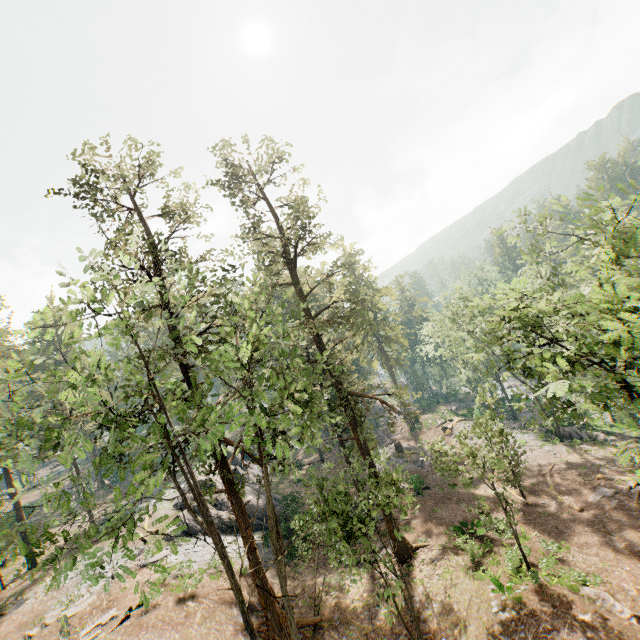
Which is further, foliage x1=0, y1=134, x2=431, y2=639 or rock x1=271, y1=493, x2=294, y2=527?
rock x1=271, y1=493, x2=294, y2=527

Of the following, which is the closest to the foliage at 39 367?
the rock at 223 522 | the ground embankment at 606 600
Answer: the ground embankment at 606 600

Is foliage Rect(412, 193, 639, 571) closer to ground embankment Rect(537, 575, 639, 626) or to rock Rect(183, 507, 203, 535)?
ground embankment Rect(537, 575, 639, 626)

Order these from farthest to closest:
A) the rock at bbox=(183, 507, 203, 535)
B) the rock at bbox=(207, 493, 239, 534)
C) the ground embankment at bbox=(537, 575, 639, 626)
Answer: the rock at bbox=(207, 493, 239, 534) < the rock at bbox=(183, 507, 203, 535) < the ground embankment at bbox=(537, 575, 639, 626)

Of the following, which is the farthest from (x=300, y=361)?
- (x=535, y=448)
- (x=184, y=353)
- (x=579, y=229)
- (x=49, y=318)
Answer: (x=49, y=318)

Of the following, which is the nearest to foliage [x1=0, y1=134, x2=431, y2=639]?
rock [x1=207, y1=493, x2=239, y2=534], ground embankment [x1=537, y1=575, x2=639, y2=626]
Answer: ground embankment [x1=537, y1=575, x2=639, y2=626]
